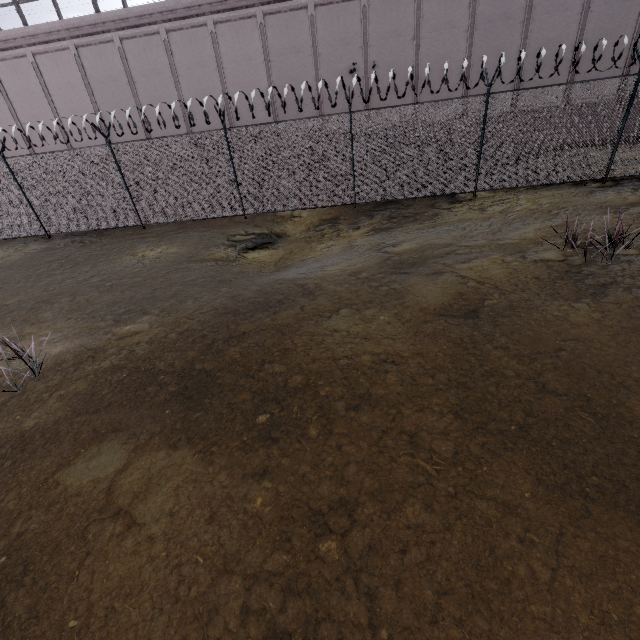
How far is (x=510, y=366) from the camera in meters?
4.0 m
